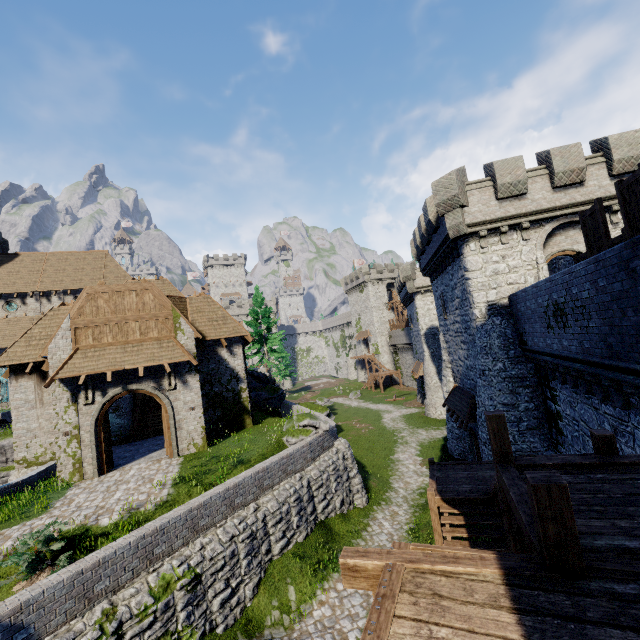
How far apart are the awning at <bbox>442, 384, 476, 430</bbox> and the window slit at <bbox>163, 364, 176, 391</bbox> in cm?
1557

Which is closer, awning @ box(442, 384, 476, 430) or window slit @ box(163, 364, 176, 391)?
window slit @ box(163, 364, 176, 391)

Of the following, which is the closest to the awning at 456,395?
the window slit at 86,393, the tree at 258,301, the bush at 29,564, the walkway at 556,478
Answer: the walkway at 556,478

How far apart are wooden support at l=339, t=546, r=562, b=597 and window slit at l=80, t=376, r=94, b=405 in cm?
1551

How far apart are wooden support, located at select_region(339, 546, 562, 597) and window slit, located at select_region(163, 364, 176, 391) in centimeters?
1437cm

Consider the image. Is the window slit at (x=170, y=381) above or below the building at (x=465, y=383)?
below

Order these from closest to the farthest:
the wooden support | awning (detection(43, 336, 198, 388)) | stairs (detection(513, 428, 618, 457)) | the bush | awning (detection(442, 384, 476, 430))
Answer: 1. the wooden support
2. stairs (detection(513, 428, 618, 457))
3. the bush
4. awning (detection(43, 336, 198, 388))
5. awning (detection(442, 384, 476, 430))

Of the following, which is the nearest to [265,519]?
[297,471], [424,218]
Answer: [297,471]
